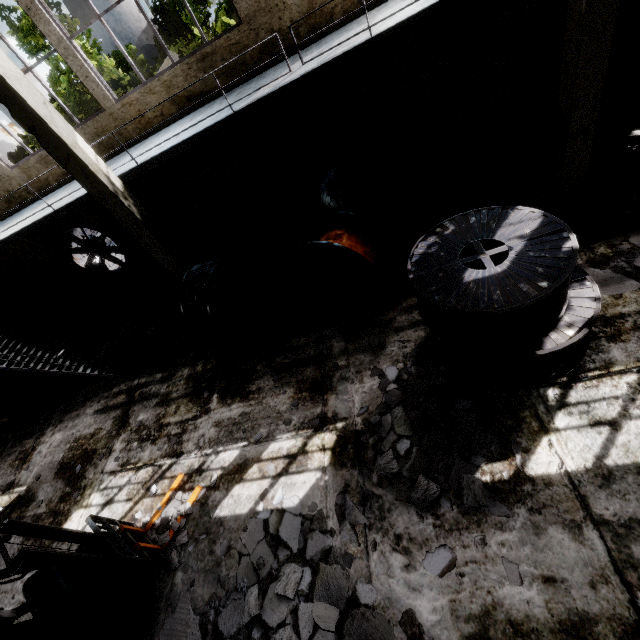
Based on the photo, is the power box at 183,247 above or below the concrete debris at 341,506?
above

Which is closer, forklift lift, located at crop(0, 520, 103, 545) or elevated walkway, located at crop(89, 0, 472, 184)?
forklift lift, located at crop(0, 520, 103, 545)

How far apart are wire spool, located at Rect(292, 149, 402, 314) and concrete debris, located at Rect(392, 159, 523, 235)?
1.7 meters

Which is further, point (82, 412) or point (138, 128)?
point (82, 412)

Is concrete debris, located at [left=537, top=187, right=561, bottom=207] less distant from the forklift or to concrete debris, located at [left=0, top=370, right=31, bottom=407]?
the forklift

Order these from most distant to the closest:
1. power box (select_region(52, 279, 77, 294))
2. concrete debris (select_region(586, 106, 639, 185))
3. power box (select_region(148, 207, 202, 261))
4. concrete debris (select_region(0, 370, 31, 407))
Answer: power box (select_region(52, 279, 77, 294)) → concrete debris (select_region(0, 370, 31, 407)) → power box (select_region(148, 207, 202, 261)) → concrete debris (select_region(586, 106, 639, 185))

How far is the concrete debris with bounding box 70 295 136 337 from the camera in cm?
1151

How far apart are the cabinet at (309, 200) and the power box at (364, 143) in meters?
1.1 m
